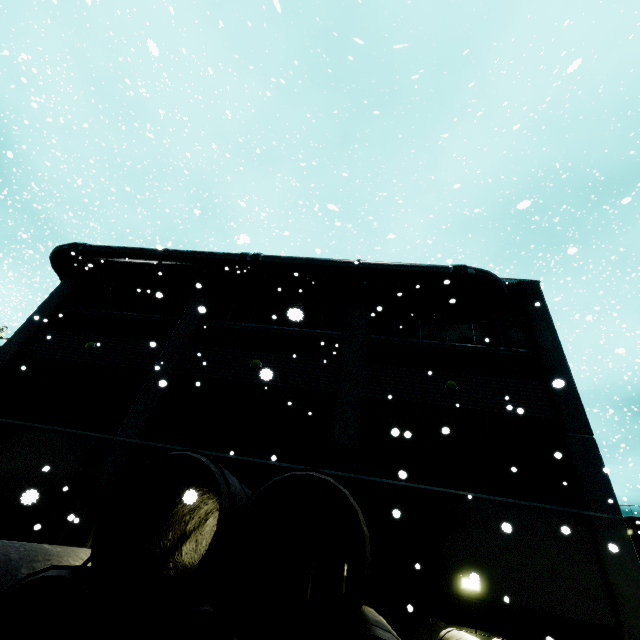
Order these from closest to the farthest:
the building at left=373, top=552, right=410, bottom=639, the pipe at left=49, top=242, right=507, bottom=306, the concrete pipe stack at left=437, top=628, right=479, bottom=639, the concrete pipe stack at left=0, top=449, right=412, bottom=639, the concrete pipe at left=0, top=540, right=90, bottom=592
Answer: the concrete pipe stack at left=0, top=449, right=412, bottom=639 → the concrete pipe at left=0, top=540, right=90, bottom=592 → the concrete pipe stack at left=437, top=628, right=479, bottom=639 → the building at left=373, top=552, right=410, bottom=639 → the pipe at left=49, top=242, right=507, bottom=306

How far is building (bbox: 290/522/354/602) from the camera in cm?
892

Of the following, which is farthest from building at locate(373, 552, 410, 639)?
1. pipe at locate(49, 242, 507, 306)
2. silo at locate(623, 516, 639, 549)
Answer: silo at locate(623, 516, 639, 549)

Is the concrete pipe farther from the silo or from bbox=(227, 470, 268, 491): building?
the silo

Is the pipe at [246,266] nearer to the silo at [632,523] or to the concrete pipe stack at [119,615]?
the silo at [632,523]

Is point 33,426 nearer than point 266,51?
Yes

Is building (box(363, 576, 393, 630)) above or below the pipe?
below

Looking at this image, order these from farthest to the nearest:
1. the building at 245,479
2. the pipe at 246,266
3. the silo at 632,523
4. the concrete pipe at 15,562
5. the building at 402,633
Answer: the silo at 632,523, the pipe at 246,266, the building at 245,479, the building at 402,633, the concrete pipe at 15,562
